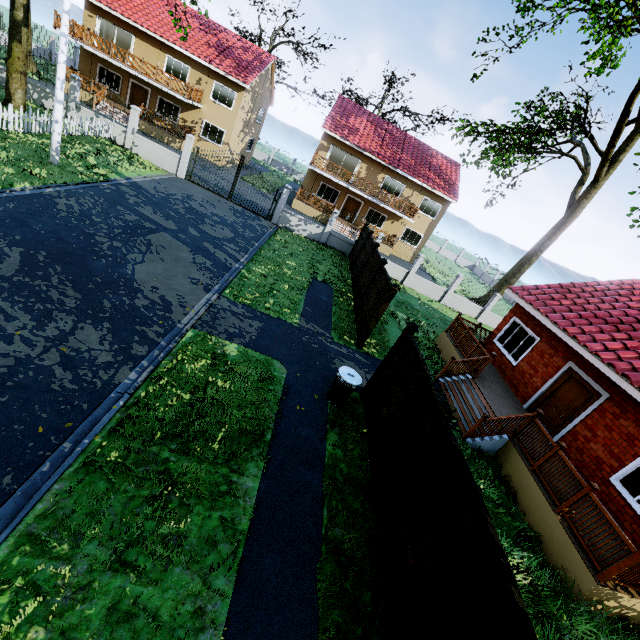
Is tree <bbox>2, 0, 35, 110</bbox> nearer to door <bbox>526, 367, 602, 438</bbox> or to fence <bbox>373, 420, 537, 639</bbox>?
fence <bbox>373, 420, 537, 639</bbox>

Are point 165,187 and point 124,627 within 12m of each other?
no

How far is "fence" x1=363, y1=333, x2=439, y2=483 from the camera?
6.10m

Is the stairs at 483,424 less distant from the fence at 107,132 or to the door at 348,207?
the fence at 107,132

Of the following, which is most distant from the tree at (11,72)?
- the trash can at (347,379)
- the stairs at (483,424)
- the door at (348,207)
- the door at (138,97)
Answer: the door at (348,207)

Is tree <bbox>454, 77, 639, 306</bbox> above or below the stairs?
above

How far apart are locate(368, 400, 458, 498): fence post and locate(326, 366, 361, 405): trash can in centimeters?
208cm
